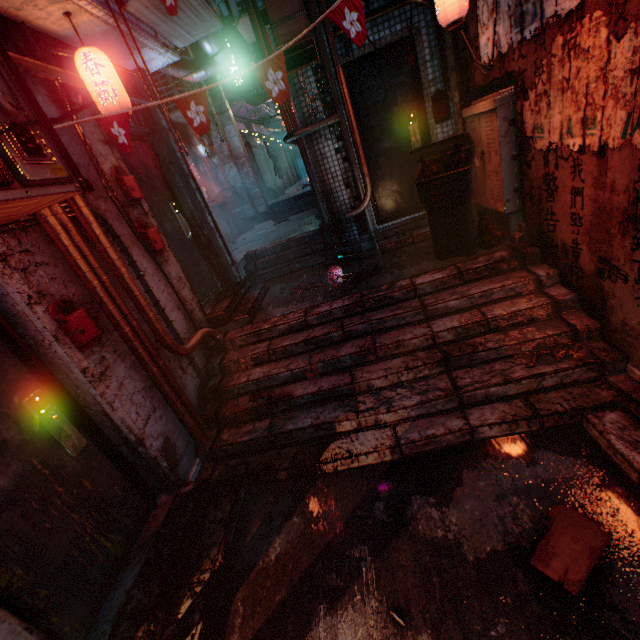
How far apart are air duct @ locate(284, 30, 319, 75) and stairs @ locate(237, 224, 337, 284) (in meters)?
2.18

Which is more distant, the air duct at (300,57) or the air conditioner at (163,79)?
the air conditioner at (163,79)

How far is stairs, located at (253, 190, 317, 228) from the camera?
8.6m

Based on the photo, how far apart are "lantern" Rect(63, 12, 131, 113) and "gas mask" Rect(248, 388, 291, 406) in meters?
2.7 m

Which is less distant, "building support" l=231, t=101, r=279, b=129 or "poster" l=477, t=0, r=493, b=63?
"poster" l=477, t=0, r=493, b=63

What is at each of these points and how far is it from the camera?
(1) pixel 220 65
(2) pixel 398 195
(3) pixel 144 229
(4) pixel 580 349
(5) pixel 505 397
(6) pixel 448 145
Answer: (1) air duct, 5.2 meters
(2) door, 4.7 meters
(3) mailbox, 3.1 meters
(4) gas mask, 2.5 meters
(5) stairs, 2.5 meters
(6) trash bin, 3.2 meters

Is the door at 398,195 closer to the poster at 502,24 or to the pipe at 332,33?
the pipe at 332,33

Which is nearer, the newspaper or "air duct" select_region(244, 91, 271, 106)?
the newspaper
